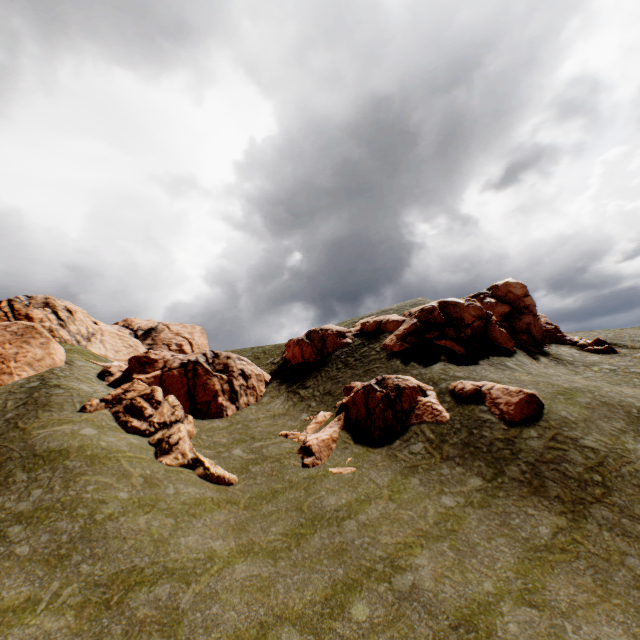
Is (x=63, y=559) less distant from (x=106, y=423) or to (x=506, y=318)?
(x=106, y=423)

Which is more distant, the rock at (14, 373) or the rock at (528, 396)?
the rock at (14, 373)

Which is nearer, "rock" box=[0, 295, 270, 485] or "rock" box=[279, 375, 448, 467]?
"rock" box=[0, 295, 270, 485]

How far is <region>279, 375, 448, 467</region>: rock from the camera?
20.1 meters

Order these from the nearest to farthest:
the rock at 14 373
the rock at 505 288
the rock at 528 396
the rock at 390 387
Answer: the rock at 528 396
the rock at 14 373
the rock at 390 387
the rock at 505 288
